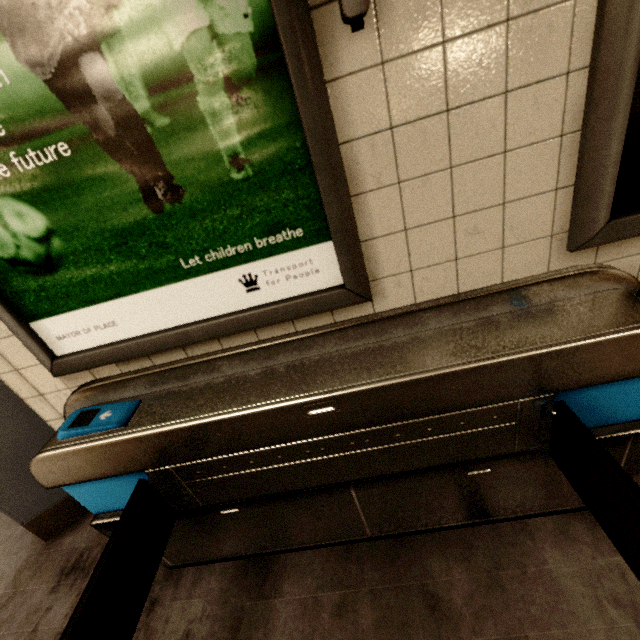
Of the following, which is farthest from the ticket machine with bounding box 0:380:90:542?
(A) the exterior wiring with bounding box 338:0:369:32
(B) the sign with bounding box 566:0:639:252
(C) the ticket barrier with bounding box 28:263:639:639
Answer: (B) the sign with bounding box 566:0:639:252

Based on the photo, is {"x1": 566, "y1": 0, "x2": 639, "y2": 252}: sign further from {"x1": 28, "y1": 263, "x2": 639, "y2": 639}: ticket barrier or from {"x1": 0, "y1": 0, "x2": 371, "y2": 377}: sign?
{"x1": 0, "y1": 0, "x2": 371, "y2": 377}: sign

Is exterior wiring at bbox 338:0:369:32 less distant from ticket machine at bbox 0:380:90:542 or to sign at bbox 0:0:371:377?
sign at bbox 0:0:371:377

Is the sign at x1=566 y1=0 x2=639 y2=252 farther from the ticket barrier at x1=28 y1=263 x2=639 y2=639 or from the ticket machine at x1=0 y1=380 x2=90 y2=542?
the ticket machine at x1=0 y1=380 x2=90 y2=542

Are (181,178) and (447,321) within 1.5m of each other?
yes

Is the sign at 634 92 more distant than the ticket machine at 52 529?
No

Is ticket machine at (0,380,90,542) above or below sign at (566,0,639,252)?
below

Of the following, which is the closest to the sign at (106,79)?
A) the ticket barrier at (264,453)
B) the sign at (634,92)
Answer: the ticket barrier at (264,453)
